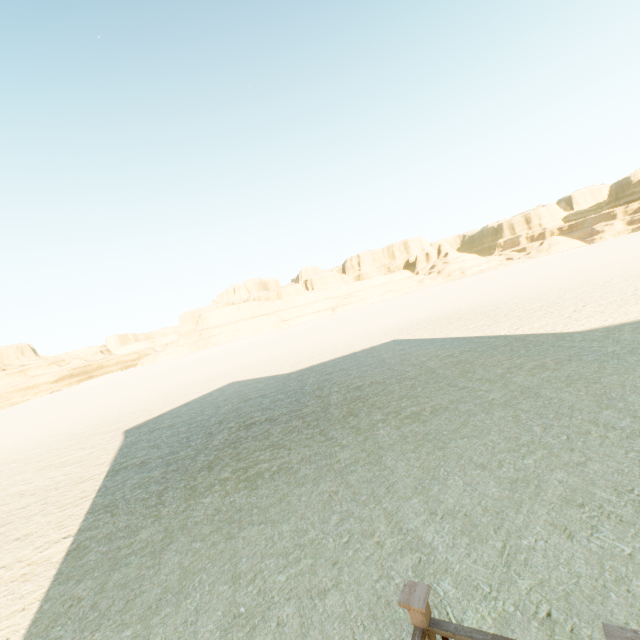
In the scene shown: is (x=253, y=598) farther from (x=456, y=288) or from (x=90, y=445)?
(x=456, y=288)
